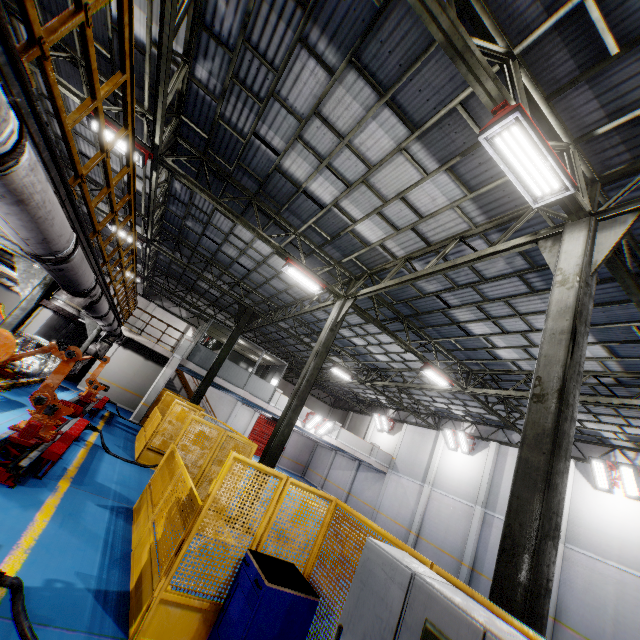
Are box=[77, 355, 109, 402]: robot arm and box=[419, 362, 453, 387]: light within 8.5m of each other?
no

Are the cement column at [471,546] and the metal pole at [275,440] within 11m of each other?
no

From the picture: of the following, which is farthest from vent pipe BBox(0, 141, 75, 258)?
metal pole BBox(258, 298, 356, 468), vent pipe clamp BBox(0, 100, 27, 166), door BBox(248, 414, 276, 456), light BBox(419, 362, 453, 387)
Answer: door BBox(248, 414, 276, 456)

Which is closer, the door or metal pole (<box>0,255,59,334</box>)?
metal pole (<box>0,255,59,334</box>)

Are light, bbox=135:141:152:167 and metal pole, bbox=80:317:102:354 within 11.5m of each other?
yes

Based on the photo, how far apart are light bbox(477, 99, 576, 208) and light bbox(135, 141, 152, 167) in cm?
863

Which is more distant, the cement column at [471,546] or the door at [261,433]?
the door at [261,433]

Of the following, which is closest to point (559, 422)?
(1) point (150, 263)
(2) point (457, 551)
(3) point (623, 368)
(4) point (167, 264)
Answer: (3) point (623, 368)
